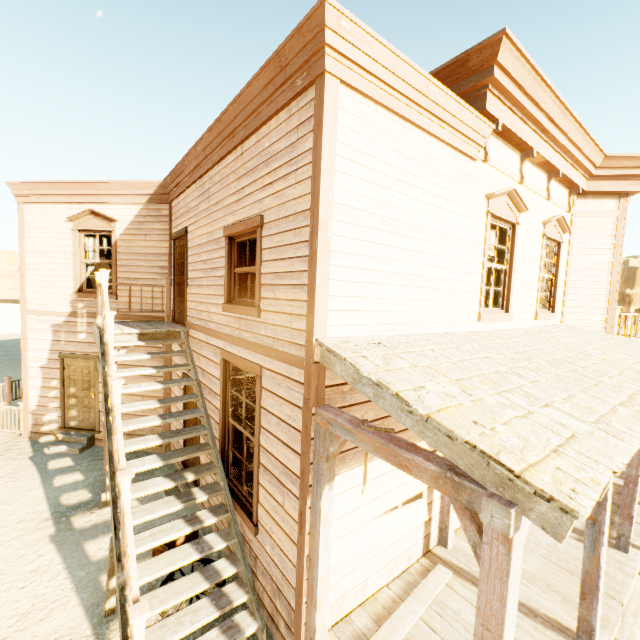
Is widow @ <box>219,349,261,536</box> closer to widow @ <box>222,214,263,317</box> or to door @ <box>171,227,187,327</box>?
widow @ <box>222,214,263,317</box>

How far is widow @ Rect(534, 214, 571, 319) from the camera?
6.9 meters

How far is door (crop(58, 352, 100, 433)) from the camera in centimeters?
877cm

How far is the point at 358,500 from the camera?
3.99m

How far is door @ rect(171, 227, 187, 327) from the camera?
7.02m

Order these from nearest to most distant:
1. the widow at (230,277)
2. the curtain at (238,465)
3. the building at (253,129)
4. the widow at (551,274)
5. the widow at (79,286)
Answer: the building at (253,129)
the widow at (230,277)
the curtain at (238,465)
the widow at (551,274)
the widow at (79,286)

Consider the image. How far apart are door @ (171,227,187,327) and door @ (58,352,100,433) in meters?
2.6

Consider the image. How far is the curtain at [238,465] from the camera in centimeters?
536cm
